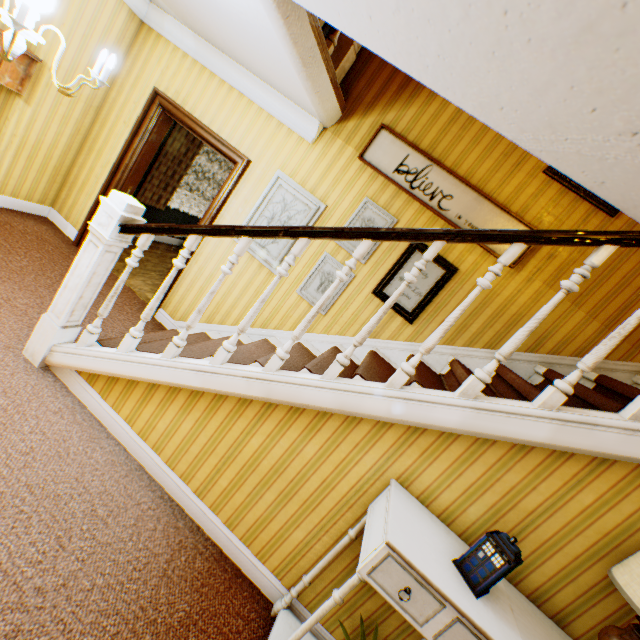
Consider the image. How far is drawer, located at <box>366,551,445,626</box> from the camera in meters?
1.5

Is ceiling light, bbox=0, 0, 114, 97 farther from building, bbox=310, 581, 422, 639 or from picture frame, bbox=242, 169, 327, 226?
picture frame, bbox=242, 169, 327, 226

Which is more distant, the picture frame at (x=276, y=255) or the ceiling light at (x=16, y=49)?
the picture frame at (x=276, y=255)

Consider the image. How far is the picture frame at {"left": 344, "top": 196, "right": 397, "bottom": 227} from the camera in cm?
350

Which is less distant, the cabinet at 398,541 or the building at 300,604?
the cabinet at 398,541

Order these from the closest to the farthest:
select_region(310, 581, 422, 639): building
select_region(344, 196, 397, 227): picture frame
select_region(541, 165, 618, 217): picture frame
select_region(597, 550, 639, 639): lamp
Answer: select_region(597, 550, 639, 639): lamp → select_region(310, 581, 422, 639): building → select_region(541, 165, 618, 217): picture frame → select_region(344, 196, 397, 227): picture frame

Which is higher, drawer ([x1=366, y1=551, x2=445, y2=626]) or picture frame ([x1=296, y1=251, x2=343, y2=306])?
picture frame ([x1=296, y1=251, x2=343, y2=306])

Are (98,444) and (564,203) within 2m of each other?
no
